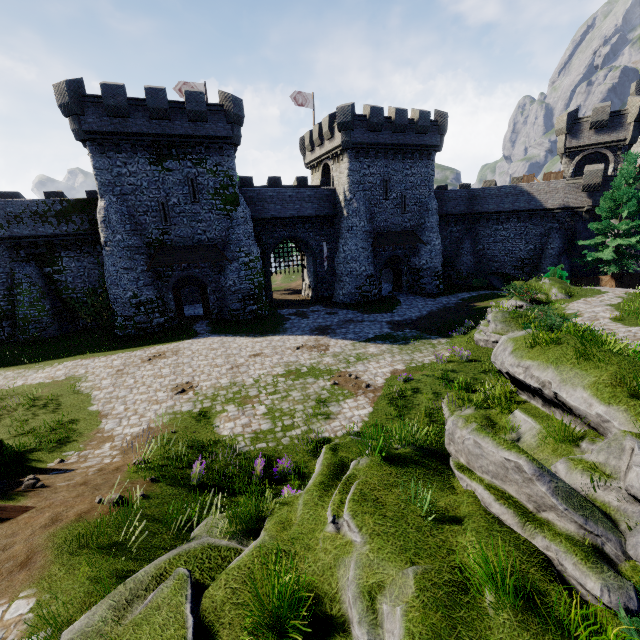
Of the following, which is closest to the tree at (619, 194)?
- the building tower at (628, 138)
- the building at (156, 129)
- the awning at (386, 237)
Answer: the building tower at (628, 138)

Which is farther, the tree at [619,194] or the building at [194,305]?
the building at [194,305]

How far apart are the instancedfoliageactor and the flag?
37.22m

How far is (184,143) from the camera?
23.9 meters

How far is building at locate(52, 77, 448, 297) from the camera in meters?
22.0 m

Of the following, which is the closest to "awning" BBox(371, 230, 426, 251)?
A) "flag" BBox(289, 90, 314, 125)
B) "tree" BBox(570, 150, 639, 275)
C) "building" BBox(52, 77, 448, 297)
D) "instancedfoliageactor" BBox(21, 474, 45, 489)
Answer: "building" BBox(52, 77, 448, 297)

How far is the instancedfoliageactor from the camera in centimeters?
785cm

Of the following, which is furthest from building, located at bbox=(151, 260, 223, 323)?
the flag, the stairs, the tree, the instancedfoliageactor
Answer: the stairs
